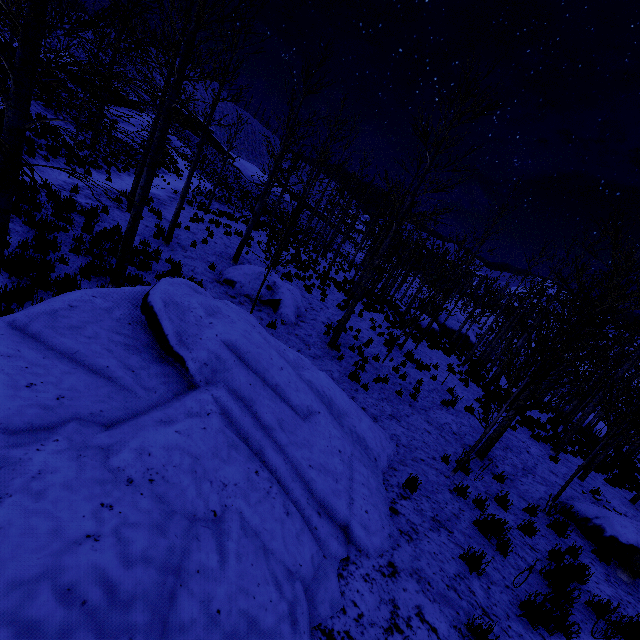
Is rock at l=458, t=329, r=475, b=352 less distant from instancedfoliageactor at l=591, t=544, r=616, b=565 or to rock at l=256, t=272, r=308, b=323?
instancedfoliageactor at l=591, t=544, r=616, b=565

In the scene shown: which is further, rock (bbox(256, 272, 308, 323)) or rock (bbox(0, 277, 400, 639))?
rock (bbox(256, 272, 308, 323))

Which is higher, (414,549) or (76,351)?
(76,351)

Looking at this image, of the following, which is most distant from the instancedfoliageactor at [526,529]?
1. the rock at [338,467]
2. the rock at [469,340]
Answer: the rock at [469,340]

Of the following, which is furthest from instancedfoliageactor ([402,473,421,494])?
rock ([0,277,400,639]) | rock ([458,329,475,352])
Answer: rock ([458,329,475,352])

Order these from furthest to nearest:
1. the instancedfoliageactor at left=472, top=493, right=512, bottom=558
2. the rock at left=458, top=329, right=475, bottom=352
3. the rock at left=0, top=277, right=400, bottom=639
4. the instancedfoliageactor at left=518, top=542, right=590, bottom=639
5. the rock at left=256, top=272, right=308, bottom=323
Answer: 1. the rock at left=458, top=329, right=475, bottom=352
2. the rock at left=256, top=272, right=308, bottom=323
3. the instancedfoliageactor at left=472, top=493, right=512, bottom=558
4. the instancedfoliageactor at left=518, top=542, right=590, bottom=639
5. the rock at left=0, top=277, right=400, bottom=639

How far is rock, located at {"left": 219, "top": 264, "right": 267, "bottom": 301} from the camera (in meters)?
12.60

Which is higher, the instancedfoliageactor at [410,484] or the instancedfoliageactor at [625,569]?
the instancedfoliageactor at [625,569]
